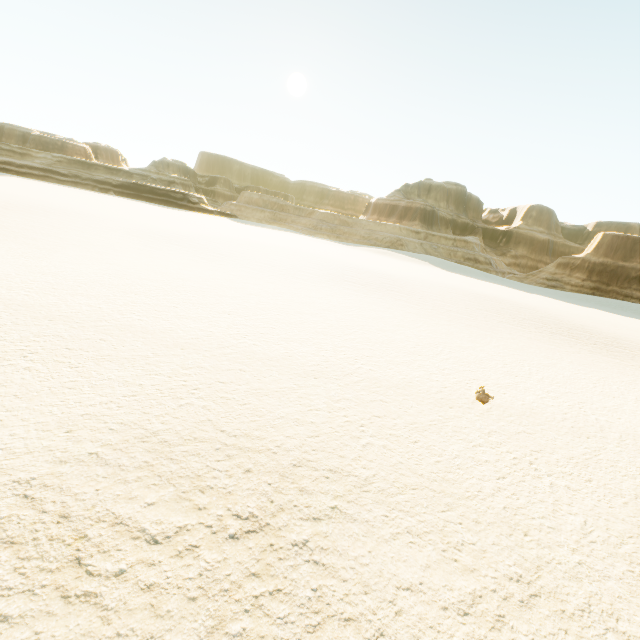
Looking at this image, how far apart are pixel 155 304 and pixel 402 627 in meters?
11.4
